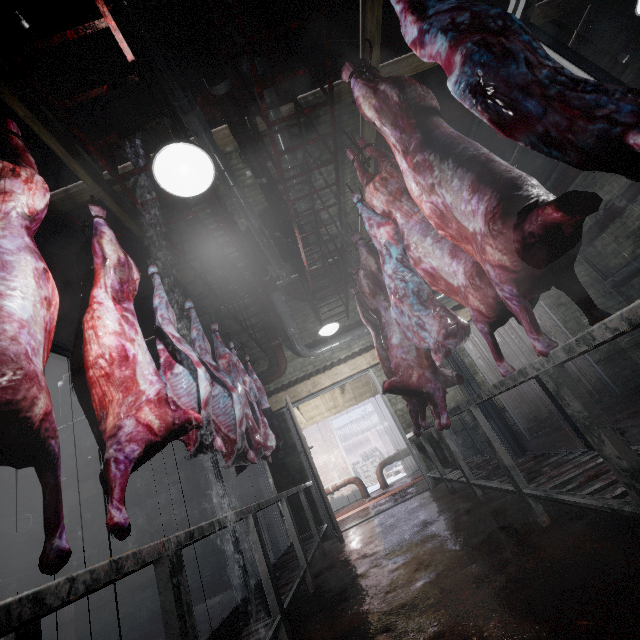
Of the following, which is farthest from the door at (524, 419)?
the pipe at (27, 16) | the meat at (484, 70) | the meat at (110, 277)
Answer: the meat at (110, 277)

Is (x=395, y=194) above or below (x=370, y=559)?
above

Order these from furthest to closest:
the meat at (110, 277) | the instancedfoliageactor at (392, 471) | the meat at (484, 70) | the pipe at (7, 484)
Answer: the instancedfoliageactor at (392, 471) → the pipe at (7, 484) → the meat at (110, 277) → the meat at (484, 70)

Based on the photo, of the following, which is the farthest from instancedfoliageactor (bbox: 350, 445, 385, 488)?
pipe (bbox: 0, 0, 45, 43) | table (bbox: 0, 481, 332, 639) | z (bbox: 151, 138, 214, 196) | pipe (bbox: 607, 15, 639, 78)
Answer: z (bbox: 151, 138, 214, 196)

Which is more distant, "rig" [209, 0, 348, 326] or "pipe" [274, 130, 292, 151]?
"pipe" [274, 130, 292, 151]

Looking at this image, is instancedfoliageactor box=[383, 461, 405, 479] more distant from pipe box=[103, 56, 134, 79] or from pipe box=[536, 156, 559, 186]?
pipe box=[536, 156, 559, 186]

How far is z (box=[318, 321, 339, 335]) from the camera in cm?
441

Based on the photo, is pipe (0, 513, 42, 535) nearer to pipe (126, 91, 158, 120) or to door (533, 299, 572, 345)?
pipe (126, 91, 158, 120)
